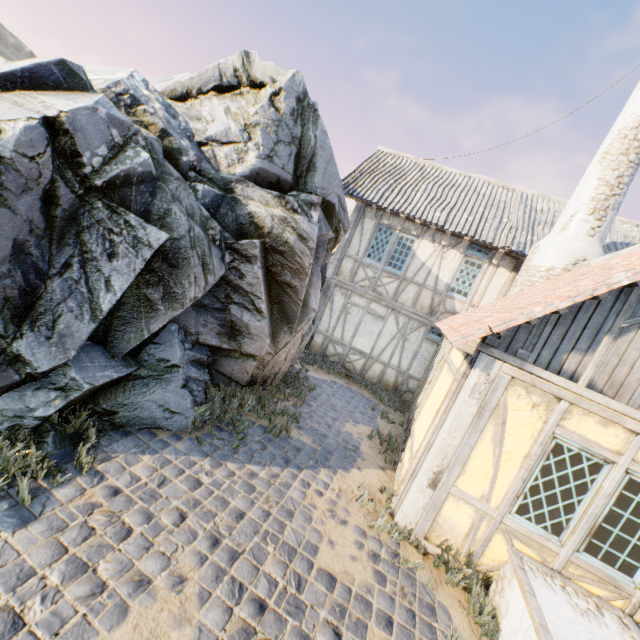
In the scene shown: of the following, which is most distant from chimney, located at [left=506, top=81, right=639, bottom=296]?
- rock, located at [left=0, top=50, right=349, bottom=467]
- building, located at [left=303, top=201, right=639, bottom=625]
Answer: rock, located at [left=0, top=50, right=349, bottom=467]

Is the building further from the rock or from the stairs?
the rock

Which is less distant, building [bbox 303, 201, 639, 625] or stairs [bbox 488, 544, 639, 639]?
stairs [bbox 488, 544, 639, 639]

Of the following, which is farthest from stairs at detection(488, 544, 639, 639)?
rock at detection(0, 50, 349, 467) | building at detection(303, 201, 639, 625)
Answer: rock at detection(0, 50, 349, 467)

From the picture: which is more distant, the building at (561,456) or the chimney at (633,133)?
the chimney at (633,133)

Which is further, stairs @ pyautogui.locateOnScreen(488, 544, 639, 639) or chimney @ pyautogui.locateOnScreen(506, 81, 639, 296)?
chimney @ pyautogui.locateOnScreen(506, 81, 639, 296)

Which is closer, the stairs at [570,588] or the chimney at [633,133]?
the stairs at [570,588]

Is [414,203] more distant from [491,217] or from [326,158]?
[326,158]
